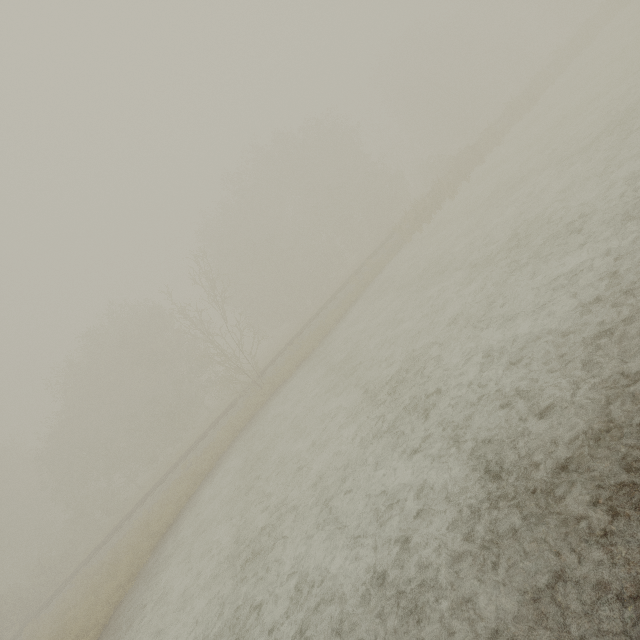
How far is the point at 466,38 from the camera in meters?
54.1
